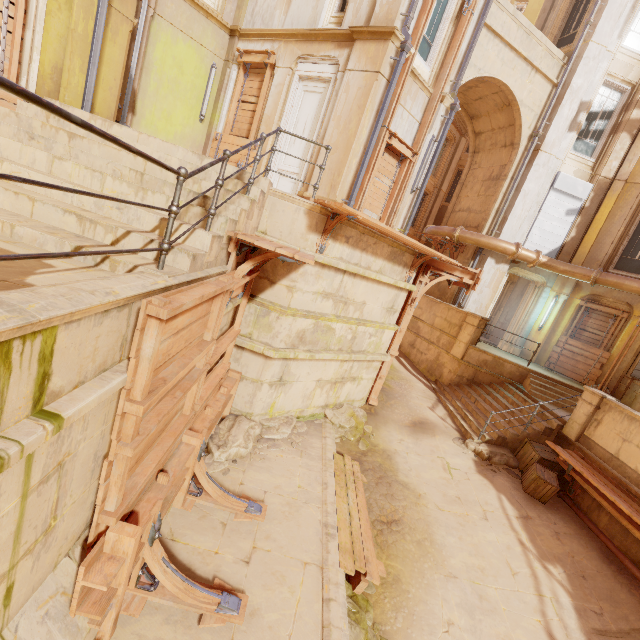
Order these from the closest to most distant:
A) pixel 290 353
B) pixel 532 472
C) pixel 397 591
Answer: pixel 397 591 → pixel 290 353 → pixel 532 472

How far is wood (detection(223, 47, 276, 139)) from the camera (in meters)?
9.83

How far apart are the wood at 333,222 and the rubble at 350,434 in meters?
4.3 m

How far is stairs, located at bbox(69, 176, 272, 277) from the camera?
3.1 meters

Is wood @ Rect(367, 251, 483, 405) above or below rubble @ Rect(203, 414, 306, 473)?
above

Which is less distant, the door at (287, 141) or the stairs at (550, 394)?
the door at (287, 141)

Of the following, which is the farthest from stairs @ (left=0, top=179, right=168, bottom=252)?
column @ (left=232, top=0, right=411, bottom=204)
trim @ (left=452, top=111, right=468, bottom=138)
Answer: trim @ (left=452, top=111, right=468, bottom=138)

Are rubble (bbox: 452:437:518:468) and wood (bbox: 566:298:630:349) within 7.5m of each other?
yes
